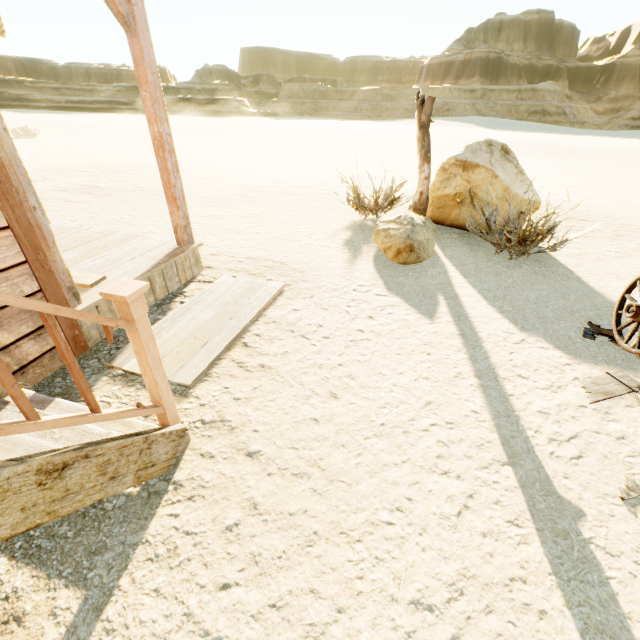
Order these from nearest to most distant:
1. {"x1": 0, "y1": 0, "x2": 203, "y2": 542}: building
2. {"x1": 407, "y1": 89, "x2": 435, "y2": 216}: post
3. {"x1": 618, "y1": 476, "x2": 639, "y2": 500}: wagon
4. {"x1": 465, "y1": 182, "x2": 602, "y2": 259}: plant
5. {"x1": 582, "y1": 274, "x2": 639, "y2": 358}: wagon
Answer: {"x1": 0, "y1": 0, "x2": 203, "y2": 542}: building
{"x1": 618, "y1": 476, "x2": 639, "y2": 500}: wagon
{"x1": 582, "y1": 274, "x2": 639, "y2": 358}: wagon
{"x1": 465, "y1": 182, "x2": 602, "y2": 259}: plant
{"x1": 407, "y1": 89, "x2": 435, "y2": 216}: post

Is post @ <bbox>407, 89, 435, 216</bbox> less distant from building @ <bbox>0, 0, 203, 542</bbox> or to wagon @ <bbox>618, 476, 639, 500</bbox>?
building @ <bbox>0, 0, 203, 542</bbox>

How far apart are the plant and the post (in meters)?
1.18

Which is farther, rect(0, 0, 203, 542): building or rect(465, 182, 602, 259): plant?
rect(465, 182, 602, 259): plant

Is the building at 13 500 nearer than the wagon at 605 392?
Yes

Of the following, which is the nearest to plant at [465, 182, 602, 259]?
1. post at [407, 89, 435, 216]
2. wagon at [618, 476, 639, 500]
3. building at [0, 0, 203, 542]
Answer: post at [407, 89, 435, 216]

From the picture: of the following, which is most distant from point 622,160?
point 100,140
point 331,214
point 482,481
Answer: point 100,140

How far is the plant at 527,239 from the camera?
4.8m
